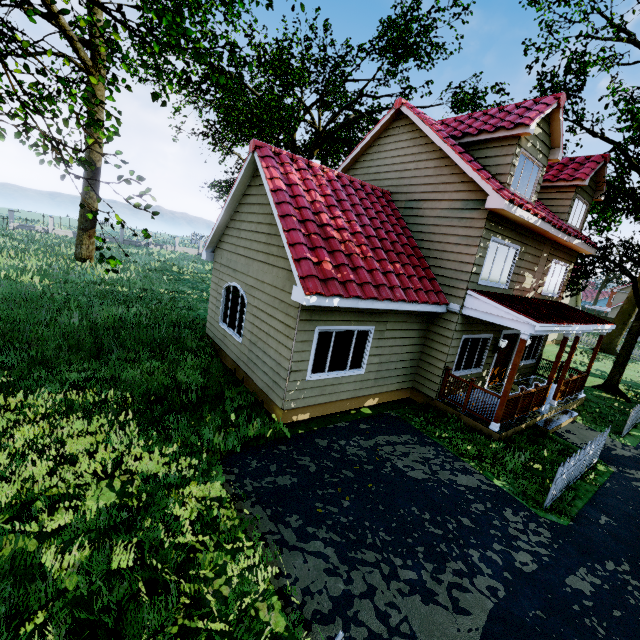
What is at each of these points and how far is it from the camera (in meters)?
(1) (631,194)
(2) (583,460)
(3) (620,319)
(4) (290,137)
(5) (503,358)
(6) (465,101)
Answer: (1) tree, 12.98
(2) fence, 7.69
(3) tree, 27.12
(4) tree, 26.30
(5) door, 12.42
(6) tree, 25.83

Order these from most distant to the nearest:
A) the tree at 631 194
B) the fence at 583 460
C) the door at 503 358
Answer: the door at 503 358
the tree at 631 194
the fence at 583 460

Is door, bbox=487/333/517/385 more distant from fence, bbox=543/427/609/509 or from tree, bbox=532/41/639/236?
tree, bbox=532/41/639/236

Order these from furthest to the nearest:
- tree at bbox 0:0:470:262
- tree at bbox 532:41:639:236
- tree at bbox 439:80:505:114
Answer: tree at bbox 439:80:505:114
tree at bbox 532:41:639:236
tree at bbox 0:0:470:262

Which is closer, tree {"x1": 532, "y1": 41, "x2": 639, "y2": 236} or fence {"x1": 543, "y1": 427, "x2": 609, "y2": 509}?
fence {"x1": 543, "y1": 427, "x2": 609, "y2": 509}

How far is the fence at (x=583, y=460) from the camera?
6.6 meters

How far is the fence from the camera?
6.56m
